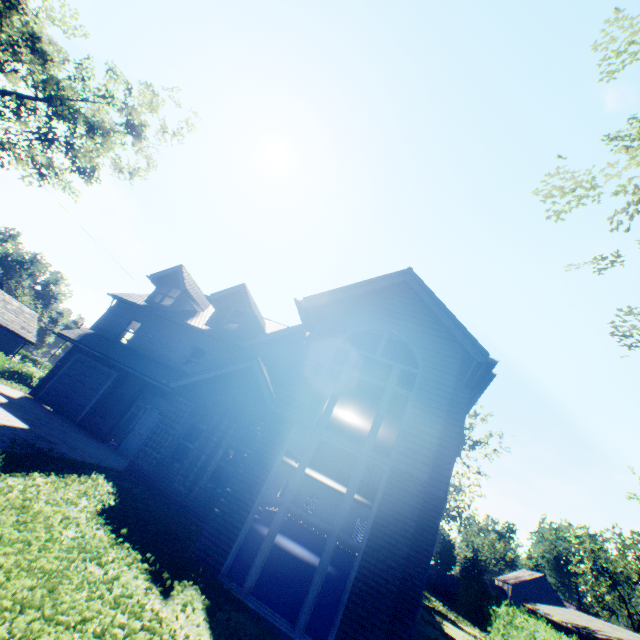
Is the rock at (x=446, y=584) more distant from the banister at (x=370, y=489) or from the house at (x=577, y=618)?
the banister at (x=370, y=489)

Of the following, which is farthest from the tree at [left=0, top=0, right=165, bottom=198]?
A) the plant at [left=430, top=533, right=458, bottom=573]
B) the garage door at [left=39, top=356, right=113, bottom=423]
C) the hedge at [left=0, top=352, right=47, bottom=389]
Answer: the hedge at [left=0, top=352, right=47, bottom=389]

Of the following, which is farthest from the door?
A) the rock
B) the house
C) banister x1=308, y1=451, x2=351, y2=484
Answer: the house

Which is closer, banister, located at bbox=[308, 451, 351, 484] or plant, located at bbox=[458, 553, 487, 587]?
banister, located at bbox=[308, 451, 351, 484]

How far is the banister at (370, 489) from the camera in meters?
12.5

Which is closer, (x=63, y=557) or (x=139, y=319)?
(x=63, y=557)

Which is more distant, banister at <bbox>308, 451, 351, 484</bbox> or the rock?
the rock

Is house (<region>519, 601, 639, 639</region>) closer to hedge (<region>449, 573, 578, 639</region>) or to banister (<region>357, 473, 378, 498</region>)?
hedge (<region>449, 573, 578, 639</region>)
